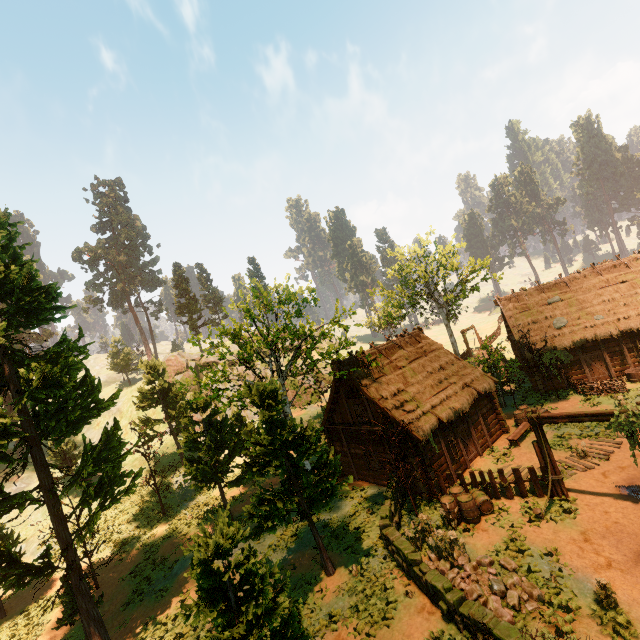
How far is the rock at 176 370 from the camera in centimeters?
4606cm

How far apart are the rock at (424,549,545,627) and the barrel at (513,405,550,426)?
11.03m

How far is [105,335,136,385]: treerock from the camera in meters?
53.1

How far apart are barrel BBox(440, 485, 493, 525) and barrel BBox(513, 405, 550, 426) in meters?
7.7 m

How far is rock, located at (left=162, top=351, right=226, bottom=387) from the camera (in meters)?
46.06

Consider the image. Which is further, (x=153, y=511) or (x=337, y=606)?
(x=153, y=511)

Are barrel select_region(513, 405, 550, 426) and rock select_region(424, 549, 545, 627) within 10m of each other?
no

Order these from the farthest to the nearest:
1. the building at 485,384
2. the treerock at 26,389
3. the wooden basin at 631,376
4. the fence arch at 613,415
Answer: the wooden basin at 631,376 < the building at 485,384 < the treerock at 26,389 < the fence arch at 613,415
